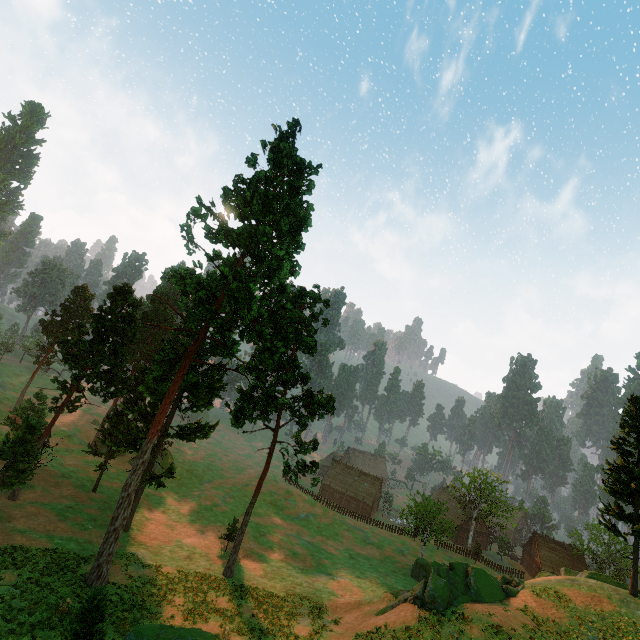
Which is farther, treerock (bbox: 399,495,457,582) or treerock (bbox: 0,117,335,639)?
treerock (bbox: 399,495,457,582)

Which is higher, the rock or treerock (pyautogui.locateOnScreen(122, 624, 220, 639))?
the rock

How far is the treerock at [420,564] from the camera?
42.5m

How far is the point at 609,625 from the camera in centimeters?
2331cm

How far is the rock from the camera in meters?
23.7 m

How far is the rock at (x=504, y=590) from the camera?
23.7m

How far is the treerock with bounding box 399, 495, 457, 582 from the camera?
42.5 meters
